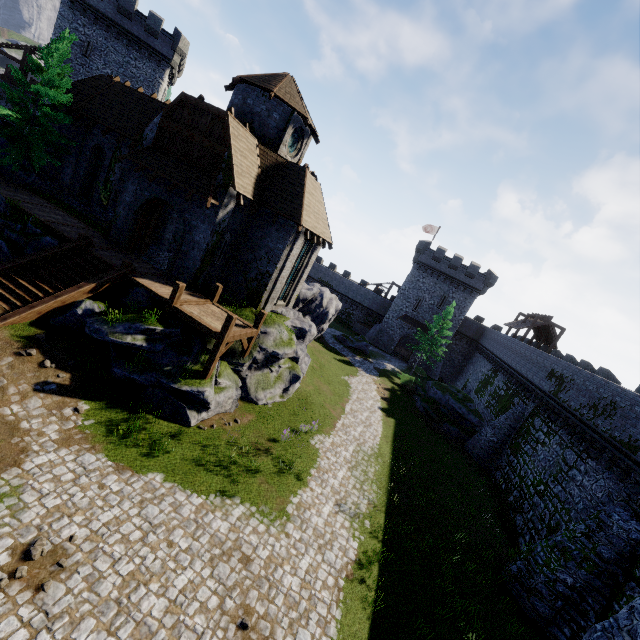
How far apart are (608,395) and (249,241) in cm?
2176

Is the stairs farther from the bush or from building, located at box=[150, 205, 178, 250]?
the bush

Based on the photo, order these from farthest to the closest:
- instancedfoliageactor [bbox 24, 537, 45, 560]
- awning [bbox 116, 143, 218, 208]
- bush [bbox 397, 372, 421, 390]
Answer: bush [bbox 397, 372, 421, 390] < awning [bbox 116, 143, 218, 208] < instancedfoliageactor [bbox 24, 537, 45, 560]

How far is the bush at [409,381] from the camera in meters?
35.4

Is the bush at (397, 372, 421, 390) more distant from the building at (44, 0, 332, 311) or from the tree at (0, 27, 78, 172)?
the tree at (0, 27, 78, 172)

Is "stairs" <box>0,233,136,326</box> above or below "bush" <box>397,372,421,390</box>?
above

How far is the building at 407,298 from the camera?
45.0m

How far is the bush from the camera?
35.4m
